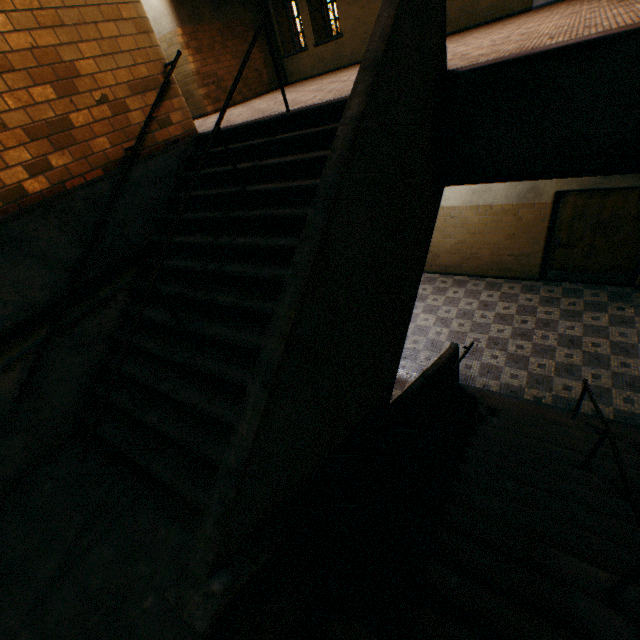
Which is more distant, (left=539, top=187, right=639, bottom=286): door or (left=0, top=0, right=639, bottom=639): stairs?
(left=539, top=187, right=639, bottom=286): door

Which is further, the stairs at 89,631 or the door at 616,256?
the door at 616,256

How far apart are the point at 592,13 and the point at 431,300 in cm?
548
